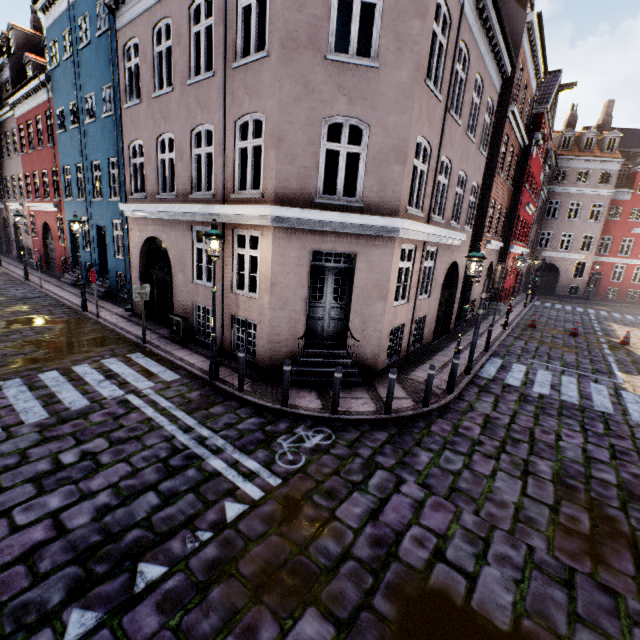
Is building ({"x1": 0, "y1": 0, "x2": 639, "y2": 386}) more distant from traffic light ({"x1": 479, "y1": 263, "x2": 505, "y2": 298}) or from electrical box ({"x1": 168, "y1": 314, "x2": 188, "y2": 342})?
traffic light ({"x1": 479, "y1": 263, "x2": 505, "y2": 298})

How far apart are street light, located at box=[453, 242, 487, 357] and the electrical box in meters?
8.4

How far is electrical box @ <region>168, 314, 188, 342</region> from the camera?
10.7 meters

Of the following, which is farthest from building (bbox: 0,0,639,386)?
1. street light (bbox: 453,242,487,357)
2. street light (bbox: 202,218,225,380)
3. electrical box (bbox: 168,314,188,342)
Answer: street light (bbox: 453,242,487,357)

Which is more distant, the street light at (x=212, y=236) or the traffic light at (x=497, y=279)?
the traffic light at (x=497, y=279)

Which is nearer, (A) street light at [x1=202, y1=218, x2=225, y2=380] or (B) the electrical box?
(A) street light at [x1=202, y1=218, x2=225, y2=380]

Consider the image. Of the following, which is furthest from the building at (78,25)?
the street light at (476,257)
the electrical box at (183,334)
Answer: the street light at (476,257)

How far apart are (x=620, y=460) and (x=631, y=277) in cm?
3780
